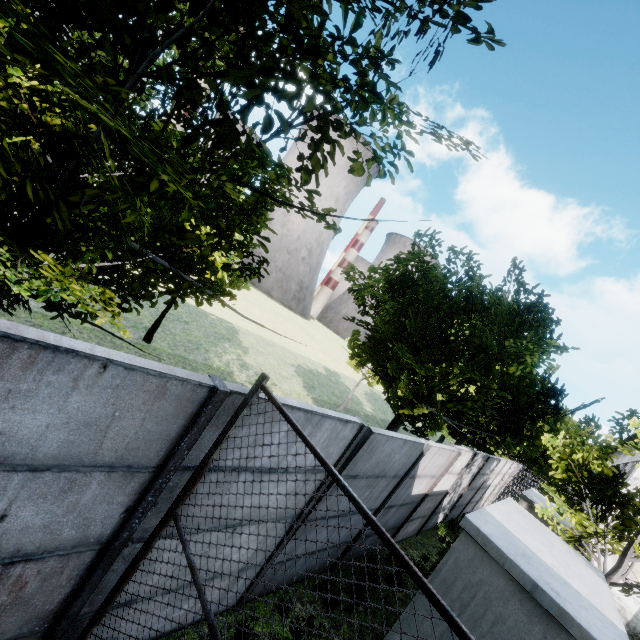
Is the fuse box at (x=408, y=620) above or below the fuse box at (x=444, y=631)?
below

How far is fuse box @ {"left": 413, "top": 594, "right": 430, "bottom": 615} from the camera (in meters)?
4.93

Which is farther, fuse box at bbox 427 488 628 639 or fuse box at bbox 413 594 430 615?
fuse box at bbox 413 594 430 615

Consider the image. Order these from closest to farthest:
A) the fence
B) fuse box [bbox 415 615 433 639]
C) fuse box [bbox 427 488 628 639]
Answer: the fence → fuse box [bbox 427 488 628 639] → fuse box [bbox 415 615 433 639]

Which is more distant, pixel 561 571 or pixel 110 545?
pixel 561 571

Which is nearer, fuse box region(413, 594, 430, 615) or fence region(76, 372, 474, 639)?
fence region(76, 372, 474, 639)

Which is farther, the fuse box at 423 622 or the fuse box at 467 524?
the fuse box at 423 622
